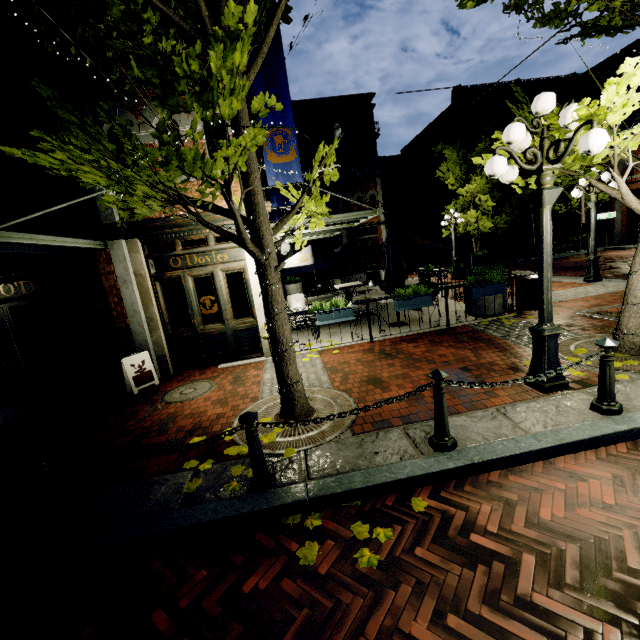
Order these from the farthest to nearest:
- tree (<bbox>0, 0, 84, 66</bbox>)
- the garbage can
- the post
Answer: the garbage can < tree (<bbox>0, 0, 84, 66</bbox>) < the post

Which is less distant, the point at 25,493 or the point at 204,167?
the point at 204,167

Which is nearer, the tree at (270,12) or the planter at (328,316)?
the tree at (270,12)

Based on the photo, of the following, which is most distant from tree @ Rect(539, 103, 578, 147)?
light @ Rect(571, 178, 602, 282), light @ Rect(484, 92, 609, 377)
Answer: light @ Rect(571, 178, 602, 282)

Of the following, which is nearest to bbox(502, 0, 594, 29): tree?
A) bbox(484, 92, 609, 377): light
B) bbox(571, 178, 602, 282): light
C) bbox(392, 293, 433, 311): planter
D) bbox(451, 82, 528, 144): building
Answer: bbox(484, 92, 609, 377): light

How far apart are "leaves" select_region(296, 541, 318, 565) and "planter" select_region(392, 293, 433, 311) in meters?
5.6

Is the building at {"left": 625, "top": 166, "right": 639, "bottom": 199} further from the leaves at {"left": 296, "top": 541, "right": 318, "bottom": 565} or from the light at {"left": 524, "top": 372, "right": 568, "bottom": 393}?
the leaves at {"left": 296, "top": 541, "right": 318, "bottom": 565}

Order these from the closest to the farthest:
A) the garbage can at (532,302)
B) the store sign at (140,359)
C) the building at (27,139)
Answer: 1. the building at (27,139)
2. the store sign at (140,359)
3. the garbage can at (532,302)
